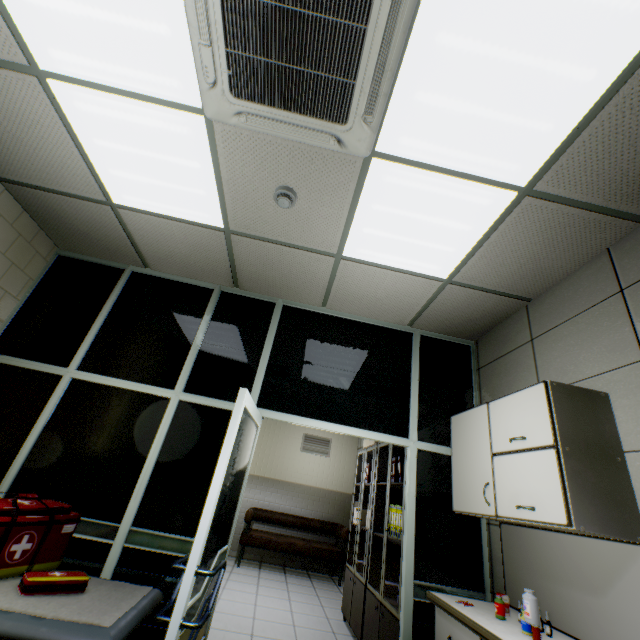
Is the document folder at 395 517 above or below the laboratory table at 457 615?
above

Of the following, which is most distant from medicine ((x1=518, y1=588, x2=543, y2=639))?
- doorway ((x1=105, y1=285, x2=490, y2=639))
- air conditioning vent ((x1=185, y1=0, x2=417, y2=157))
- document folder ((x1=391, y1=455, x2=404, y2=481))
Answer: air conditioning vent ((x1=185, y1=0, x2=417, y2=157))

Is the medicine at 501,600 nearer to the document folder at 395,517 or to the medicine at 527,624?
the medicine at 527,624

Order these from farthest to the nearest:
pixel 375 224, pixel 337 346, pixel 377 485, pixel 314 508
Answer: pixel 314 508
pixel 377 485
pixel 337 346
pixel 375 224

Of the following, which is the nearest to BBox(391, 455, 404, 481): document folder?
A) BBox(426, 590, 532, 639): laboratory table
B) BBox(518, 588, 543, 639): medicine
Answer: BBox(426, 590, 532, 639): laboratory table

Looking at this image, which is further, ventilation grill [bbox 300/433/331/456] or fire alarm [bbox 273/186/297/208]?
ventilation grill [bbox 300/433/331/456]

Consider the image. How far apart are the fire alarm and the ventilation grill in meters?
6.8 m

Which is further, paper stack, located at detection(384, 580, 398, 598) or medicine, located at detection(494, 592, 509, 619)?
paper stack, located at detection(384, 580, 398, 598)
